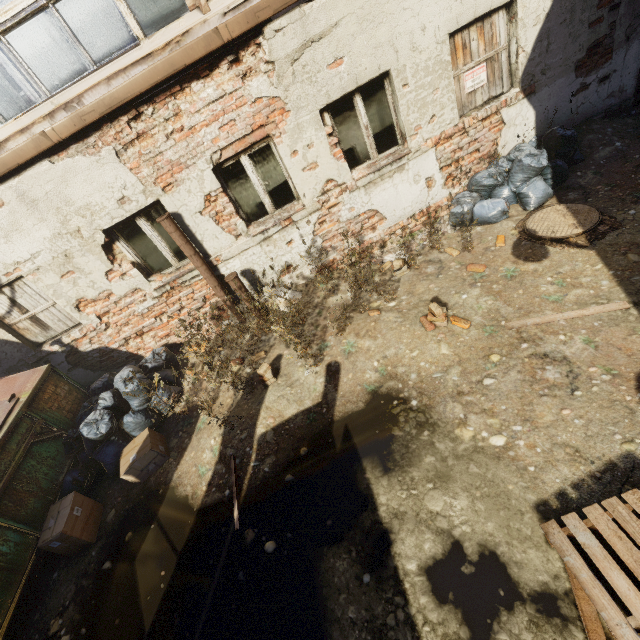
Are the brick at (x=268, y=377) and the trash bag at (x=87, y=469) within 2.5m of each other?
yes

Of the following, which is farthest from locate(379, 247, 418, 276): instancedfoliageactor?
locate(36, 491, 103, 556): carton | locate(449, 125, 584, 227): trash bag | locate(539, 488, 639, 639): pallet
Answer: locate(36, 491, 103, 556): carton

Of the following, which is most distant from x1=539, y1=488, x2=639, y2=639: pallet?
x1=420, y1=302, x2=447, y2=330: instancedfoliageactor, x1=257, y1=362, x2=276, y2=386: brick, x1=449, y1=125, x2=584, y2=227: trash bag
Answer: x1=449, y1=125, x2=584, y2=227: trash bag

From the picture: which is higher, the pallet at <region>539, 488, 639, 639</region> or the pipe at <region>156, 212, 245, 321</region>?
the pipe at <region>156, 212, 245, 321</region>

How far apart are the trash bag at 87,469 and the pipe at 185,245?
1.4m

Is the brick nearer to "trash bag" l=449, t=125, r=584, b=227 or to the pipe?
the pipe

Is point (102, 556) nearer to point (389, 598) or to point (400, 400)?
point (389, 598)

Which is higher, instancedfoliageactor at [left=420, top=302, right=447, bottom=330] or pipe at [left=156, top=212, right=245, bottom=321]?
pipe at [left=156, top=212, right=245, bottom=321]
